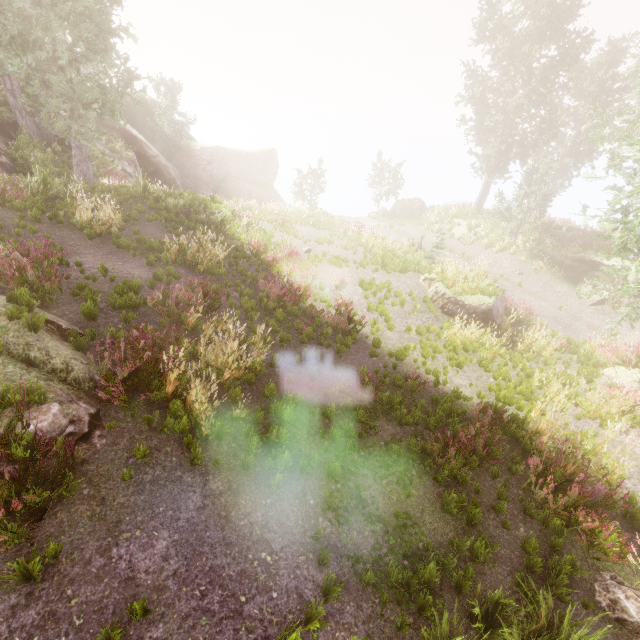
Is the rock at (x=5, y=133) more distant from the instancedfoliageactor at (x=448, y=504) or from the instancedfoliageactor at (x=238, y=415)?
the instancedfoliageactor at (x=448, y=504)

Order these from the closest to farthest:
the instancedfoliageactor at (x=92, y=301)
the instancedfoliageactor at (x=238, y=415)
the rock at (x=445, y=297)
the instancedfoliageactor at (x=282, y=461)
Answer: the instancedfoliageactor at (x=282, y=461)
the instancedfoliageactor at (x=238, y=415)
the instancedfoliageactor at (x=92, y=301)
the rock at (x=445, y=297)

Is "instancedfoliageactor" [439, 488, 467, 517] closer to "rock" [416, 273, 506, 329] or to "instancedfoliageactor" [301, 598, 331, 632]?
"instancedfoliageactor" [301, 598, 331, 632]

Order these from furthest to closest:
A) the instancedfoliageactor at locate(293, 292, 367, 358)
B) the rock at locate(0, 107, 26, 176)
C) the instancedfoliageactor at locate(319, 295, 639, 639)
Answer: the rock at locate(0, 107, 26, 176)
the instancedfoliageactor at locate(293, 292, 367, 358)
the instancedfoliageactor at locate(319, 295, 639, 639)

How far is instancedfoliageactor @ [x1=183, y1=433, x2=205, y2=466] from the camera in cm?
512

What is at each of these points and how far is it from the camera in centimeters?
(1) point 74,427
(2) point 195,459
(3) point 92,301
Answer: (1) rock, 479cm
(2) instancedfoliageactor, 499cm
(3) instancedfoliageactor, 657cm

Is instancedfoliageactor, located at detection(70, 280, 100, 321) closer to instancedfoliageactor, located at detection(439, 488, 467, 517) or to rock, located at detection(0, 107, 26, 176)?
rock, located at detection(0, 107, 26, 176)
